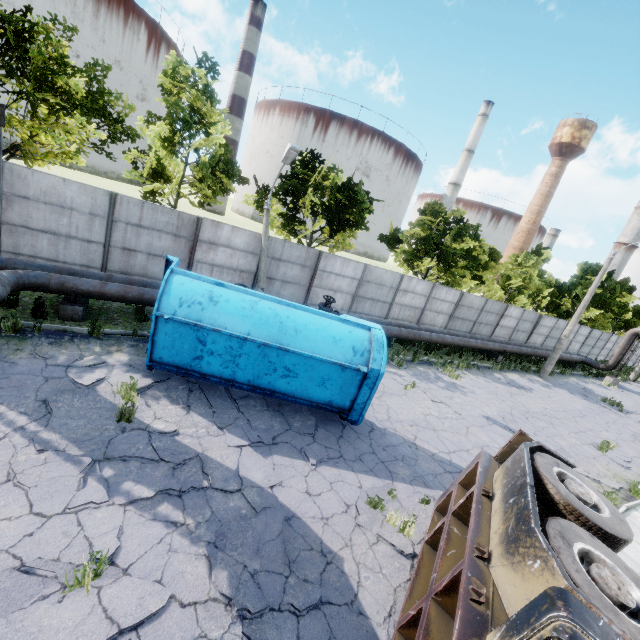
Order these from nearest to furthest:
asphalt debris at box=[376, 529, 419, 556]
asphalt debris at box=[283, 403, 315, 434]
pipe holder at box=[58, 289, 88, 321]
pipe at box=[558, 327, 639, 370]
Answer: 1. asphalt debris at box=[376, 529, 419, 556]
2. asphalt debris at box=[283, 403, 315, 434]
3. pipe holder at box=[58, 289, 88, 321]
4. pipe at box=[558, 327, 639, 370]

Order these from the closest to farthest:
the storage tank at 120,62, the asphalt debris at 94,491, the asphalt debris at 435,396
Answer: the asphalt debris at 94,491 < the asphalt debris at 435,396 < the storage tank at 120,62

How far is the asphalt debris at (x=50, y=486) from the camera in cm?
488

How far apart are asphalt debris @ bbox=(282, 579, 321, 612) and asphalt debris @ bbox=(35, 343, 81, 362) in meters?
6.7

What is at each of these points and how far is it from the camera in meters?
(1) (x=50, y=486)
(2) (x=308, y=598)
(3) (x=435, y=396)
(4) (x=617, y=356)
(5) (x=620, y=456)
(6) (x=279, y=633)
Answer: (1) asphalt debris, 4.9 m
(2) asphalt debris, 4.5 m
(3) asphalt debris, 12.9 m
(4) pipe, 27.3 m
(5) asphalt debris, 13.2 m
(6) asphalt debris, 4.1 m

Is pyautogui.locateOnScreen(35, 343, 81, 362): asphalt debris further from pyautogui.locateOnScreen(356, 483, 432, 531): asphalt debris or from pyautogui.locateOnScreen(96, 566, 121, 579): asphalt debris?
pyautogui.locateOnScreen(356, 483, 432, 531): asphalt debris

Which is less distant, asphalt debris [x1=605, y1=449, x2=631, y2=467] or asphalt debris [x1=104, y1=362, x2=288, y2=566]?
asphalt debris [x1=104, y1=362, x2=288, y2=566]

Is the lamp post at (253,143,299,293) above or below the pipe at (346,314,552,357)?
above
